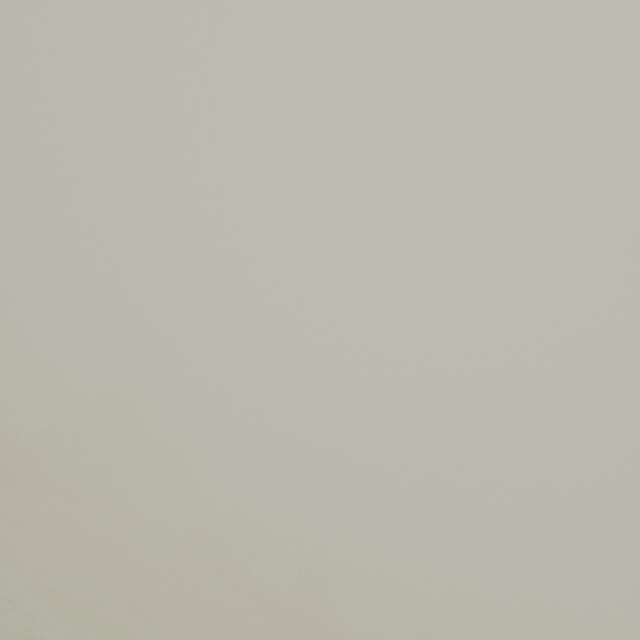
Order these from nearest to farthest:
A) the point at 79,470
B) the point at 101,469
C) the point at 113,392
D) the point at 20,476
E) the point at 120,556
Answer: the point at 120,556
the point at 20,476
the point at 101,469
the point at 79,470
the point at 113,392
